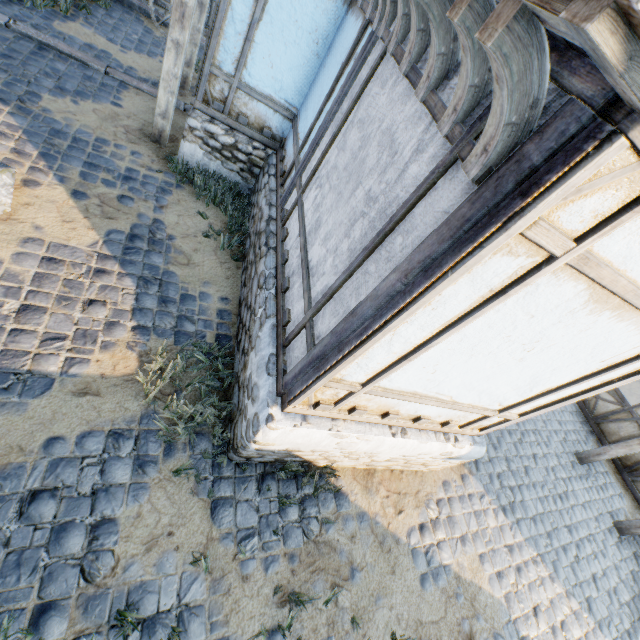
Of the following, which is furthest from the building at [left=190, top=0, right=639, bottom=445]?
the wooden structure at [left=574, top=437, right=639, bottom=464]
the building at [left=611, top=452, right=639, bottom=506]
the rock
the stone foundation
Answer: the building at [left=611, top=452, right=639, bottom=506]

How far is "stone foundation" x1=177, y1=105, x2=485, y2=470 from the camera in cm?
315

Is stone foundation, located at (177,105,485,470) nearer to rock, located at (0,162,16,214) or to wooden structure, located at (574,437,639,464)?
rock, located at (0,162,16,214)

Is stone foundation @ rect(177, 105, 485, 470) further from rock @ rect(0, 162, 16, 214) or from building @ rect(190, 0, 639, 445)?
rock @ rect(0, 162, 16, 214)

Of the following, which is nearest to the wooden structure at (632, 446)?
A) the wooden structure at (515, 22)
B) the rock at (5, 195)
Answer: the rock at (5, 195)

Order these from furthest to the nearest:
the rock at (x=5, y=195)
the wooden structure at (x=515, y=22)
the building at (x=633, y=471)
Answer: the building at (x=633, y=471), the rock at (x=5, y=195), the wooden structure at (x=515, y=22)

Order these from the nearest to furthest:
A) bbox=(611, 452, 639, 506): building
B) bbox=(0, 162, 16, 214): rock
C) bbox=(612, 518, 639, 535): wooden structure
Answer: bbox=(0, 162, 16, 214): rock
bbox=(612, 518, 639, 535): wooden structure
bbox=(611, 452, 639, 506): building

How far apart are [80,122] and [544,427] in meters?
11.0 m
